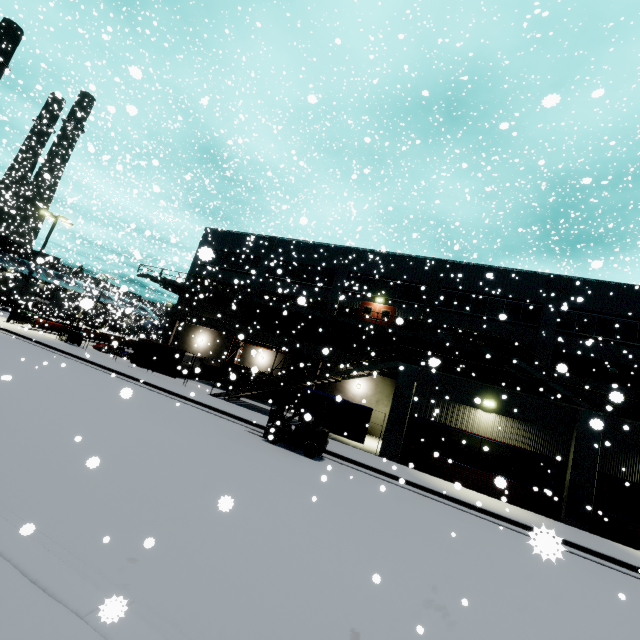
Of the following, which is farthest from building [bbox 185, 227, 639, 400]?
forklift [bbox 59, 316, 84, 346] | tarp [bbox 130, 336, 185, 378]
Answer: forklift [bbox 59, 316, 84, 346]

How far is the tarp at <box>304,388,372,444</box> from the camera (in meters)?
17.02

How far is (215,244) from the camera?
33.9 meters

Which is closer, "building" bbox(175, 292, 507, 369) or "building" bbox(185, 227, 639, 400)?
"building" bbox(185, 227, 639, 400)

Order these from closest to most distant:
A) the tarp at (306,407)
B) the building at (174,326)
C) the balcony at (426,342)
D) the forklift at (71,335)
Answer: the tarp at (306,407) < the balcony at (426,342) < the forklift at (71,335) < the building at (174,326)

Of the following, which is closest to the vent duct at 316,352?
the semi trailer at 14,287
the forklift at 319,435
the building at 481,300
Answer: the building at 481,300

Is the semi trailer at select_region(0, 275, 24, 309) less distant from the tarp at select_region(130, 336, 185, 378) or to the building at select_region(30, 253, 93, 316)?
the building at select_region(30, 253, 93, 316)
